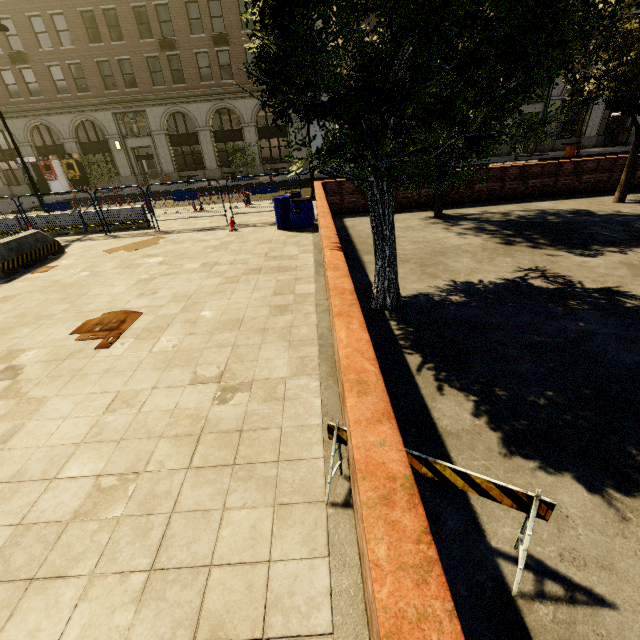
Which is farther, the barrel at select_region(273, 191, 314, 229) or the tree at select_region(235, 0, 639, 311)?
the barrel at select_region(273, 191, 314, 229)

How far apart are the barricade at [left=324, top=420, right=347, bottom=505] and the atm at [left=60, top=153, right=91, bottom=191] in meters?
36.4 m

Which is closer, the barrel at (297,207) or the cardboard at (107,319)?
the cardboard at (107,319)

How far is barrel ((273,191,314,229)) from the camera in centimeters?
1021cm

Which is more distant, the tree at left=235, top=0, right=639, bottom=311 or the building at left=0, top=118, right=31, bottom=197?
the building at left=0, top=118, right=31, bottom=197

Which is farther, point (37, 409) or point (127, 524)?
point (37, 409)

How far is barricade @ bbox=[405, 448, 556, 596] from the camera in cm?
190

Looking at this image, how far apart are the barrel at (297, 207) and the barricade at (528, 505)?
9.0m
